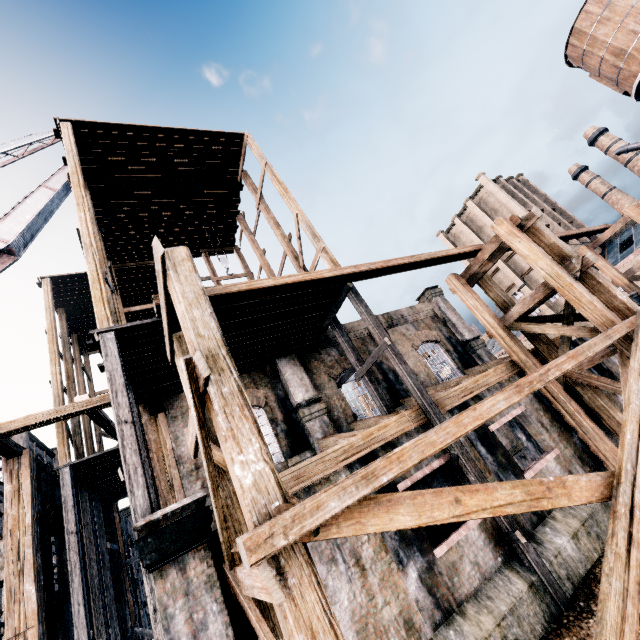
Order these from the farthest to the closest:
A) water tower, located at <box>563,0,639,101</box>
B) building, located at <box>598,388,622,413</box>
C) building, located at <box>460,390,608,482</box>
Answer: water tower, located at <box>563,0,639,101</box>, building, located at <box>598,388,622,413</box>, building, located at <box>460,390,608,482</box>

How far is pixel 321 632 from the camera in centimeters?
386cm

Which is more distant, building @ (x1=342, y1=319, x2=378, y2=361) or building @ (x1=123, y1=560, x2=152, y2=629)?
building @ (x1=123, y1=560, x2=152, y2=629)

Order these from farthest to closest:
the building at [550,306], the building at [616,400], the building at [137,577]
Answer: the building at [550,306]
the building at [137,577]
the building at [616,400]

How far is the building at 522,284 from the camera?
45.1m

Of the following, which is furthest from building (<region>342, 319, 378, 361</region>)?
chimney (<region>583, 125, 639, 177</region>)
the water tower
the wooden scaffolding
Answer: chimney (<region>583, 125, 639, 177</region>)

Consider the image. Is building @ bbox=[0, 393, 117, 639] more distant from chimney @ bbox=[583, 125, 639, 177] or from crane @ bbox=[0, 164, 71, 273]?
chimney @ bbox=[583, 125, 639, 177]
